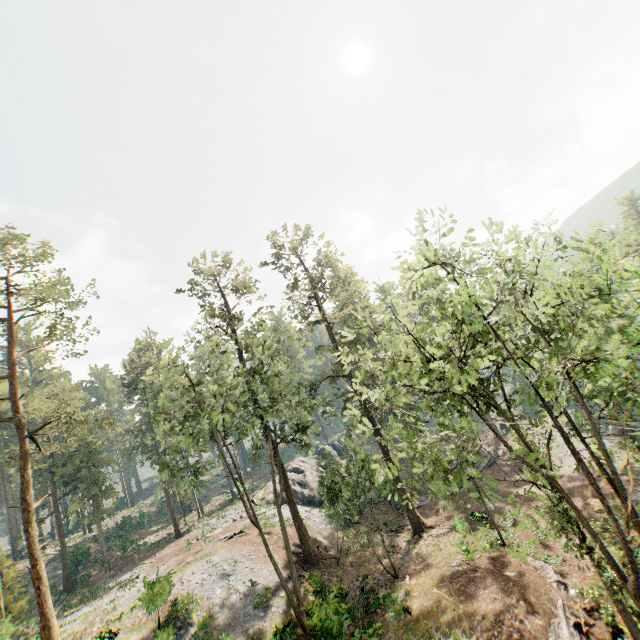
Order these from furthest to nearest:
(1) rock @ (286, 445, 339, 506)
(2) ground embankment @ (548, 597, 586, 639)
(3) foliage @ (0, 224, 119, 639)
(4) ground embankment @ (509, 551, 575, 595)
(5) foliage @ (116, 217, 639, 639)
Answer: (1) rock @ (286, 445, 339, 506) → (3) foliage @ (0, 224, 119, 639) → (4) ground embankment @ (509, 551, 575, 595) → (2) ground embankment @ (548, 597, 586, 639) → (5) foliage @ (116, 217, 639, 639)

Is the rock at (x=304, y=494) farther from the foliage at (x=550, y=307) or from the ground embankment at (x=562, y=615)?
the ground embankment at (x=562, y=615)

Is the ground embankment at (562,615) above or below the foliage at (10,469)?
below

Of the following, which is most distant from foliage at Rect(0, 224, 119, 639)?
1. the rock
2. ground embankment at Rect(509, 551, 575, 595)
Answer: the rock

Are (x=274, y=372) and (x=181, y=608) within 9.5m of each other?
no

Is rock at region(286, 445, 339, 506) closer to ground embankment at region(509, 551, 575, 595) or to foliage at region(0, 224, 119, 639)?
foliage at region(0, 224, 119, 639)
